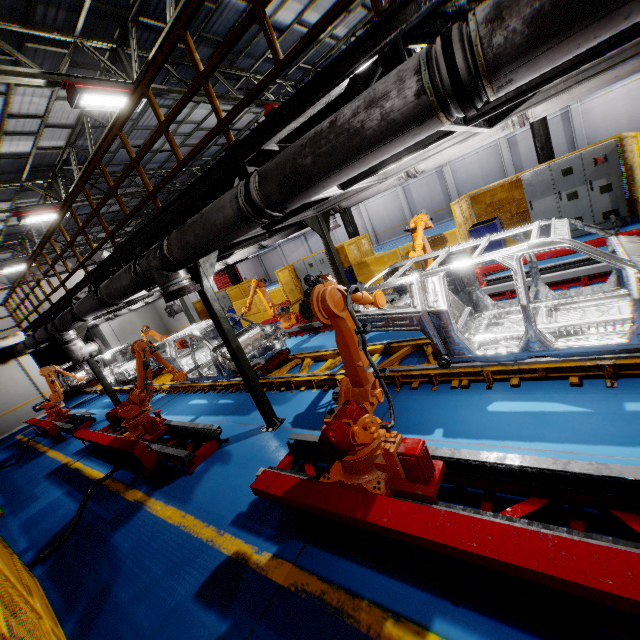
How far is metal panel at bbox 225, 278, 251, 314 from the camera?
17.1m

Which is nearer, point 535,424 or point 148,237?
point 535,424

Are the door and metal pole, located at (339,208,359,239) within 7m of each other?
no

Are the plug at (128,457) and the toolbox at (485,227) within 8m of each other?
no

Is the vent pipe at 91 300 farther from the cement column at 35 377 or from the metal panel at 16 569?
the metal panel at 16 569

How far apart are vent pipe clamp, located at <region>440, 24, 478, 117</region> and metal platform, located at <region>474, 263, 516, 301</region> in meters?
5.5 m

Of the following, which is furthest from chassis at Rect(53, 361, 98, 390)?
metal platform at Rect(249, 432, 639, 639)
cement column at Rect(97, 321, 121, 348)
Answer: metal platform at Rect(249, 432, 639, 639)

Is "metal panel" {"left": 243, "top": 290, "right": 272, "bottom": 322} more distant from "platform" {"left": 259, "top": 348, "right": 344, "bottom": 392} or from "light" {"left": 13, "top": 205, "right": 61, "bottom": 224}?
"light" {"left": 13, "top": 205, "right": 61, "bottom": 224}
